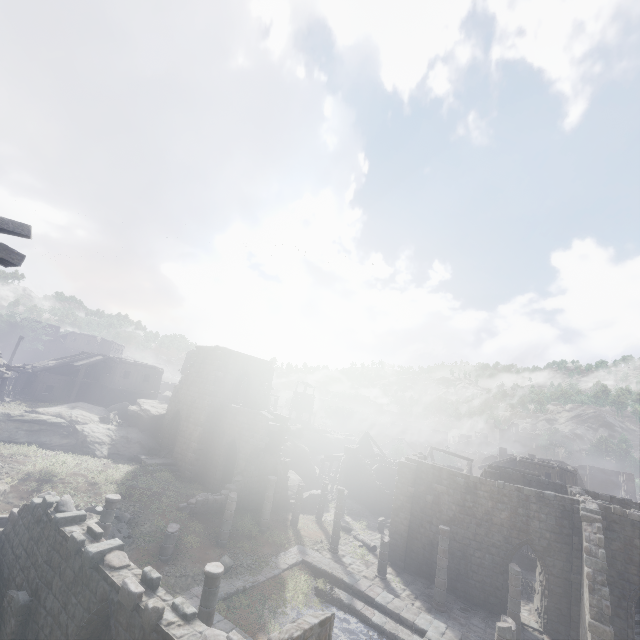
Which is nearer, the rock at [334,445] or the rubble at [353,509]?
the rubble at [353,509]

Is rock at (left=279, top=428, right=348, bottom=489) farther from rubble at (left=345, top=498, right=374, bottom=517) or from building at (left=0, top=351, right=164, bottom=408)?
rubble at (left=345, top=498, right=374, bottom=517)

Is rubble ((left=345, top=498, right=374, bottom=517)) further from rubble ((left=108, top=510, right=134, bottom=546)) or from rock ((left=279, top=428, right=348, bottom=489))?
rubble ((left=108, top=510, right=134, bottom=546))

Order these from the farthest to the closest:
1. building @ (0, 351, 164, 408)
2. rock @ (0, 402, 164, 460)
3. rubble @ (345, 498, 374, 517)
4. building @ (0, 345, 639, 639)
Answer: building @ (0, 351, 164, 408), rubble @ (345, 498, 374, 517), rock @ (0, 402, 164, 460), building @ (0, 345, 639, 639)

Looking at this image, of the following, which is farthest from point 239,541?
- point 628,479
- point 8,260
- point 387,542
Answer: point 628,479

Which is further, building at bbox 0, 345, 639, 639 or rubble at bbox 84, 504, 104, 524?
rubble at bbox 84, 504, 104, 524

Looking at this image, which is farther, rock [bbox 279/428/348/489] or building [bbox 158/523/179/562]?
rock [bbox 279/428/348/489]

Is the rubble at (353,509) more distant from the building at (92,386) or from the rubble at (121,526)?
the rubble at (121,526)
